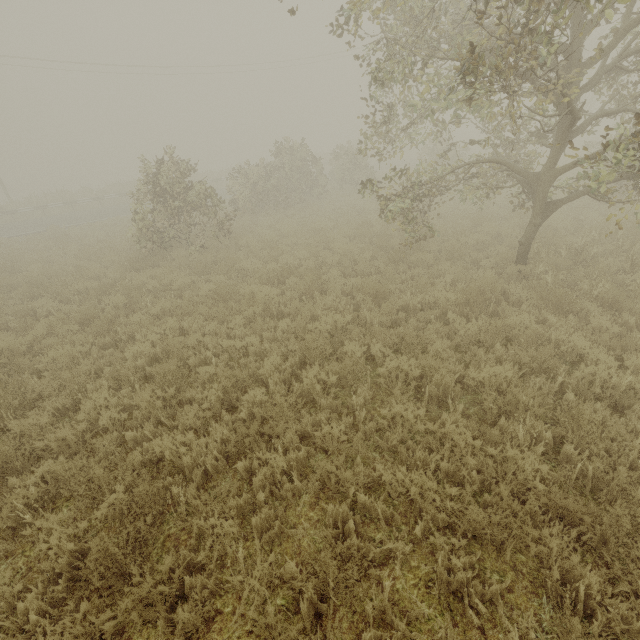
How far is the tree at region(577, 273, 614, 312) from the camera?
6.21m

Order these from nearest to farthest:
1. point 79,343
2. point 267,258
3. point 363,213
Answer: point 79,343 < point 267,258 < point 363,213

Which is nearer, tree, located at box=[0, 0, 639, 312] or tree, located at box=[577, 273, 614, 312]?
tree, located at box=[0, 0, 639, 312]

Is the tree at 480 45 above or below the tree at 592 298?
above

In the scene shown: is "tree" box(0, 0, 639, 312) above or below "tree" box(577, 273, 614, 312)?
above

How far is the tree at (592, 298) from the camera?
6.2m
